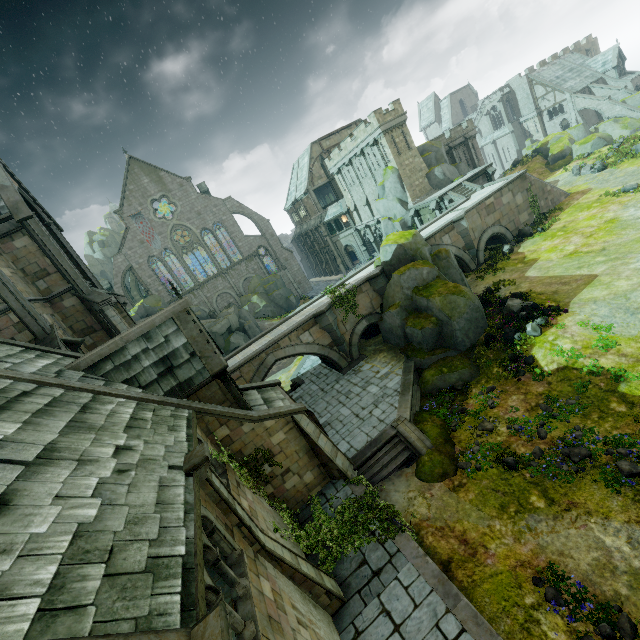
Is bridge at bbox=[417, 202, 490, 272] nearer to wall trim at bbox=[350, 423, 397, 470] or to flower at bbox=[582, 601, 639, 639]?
wall trim at bbox=[350, 423, 397, 470]

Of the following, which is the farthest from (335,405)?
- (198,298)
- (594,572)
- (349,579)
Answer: (198,298)

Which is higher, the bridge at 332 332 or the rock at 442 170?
the rock at 442 170

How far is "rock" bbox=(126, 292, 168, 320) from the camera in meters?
43.5

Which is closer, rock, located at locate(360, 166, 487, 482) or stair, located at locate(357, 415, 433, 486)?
stair, located at locate(357, 415, 433, 486)

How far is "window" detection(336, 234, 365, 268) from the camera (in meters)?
51.47

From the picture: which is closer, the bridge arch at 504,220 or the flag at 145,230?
the bridge arch at 504,220

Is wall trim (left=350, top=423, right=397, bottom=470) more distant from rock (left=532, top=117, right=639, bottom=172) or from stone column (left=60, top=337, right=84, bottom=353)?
rock (left=532, top=117, right=639, bottom=172)
